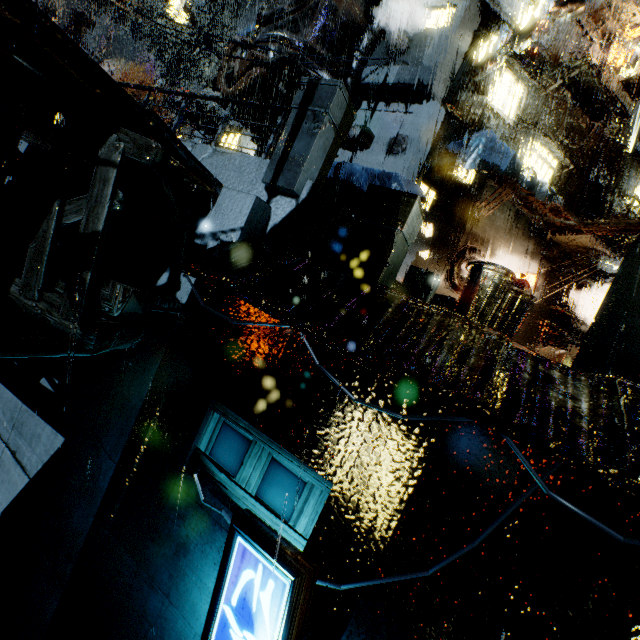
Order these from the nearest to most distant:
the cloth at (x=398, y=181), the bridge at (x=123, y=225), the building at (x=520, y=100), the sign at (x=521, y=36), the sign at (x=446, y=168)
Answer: the bridge at (x=123, y=225) → the sign at (x=521, y=36) → the cloth at (x=398, y=181) → the sign at (x=446, y=168) → the building at (x=520, y=100)

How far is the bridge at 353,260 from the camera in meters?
5.0 m

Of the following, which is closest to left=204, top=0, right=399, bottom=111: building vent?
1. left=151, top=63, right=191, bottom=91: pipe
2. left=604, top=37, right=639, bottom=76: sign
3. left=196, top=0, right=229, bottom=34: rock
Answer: left=604, top=37, right=639, bottom=76: sign

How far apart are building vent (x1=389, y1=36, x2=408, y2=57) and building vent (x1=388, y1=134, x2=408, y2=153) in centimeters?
368cm

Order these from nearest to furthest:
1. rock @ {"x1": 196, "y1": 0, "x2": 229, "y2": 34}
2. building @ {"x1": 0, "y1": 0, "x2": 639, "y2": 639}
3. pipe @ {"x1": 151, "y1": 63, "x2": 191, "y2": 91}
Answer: building @ {"x1": 0, "y1": 0, "x2": 639, "y2": 639}
pipe @ {"x1": 151, "y1": 63, "x2": 191, "y2": 91}
rock @ {"x1": 196, "y1": 0, "x2": 229, "y2": 34}

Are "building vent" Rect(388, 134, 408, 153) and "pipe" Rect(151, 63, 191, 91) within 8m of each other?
no

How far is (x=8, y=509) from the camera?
8.25m

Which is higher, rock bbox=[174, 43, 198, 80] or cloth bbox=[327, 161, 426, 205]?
rock bbox=[174, 43, 198, 80]
